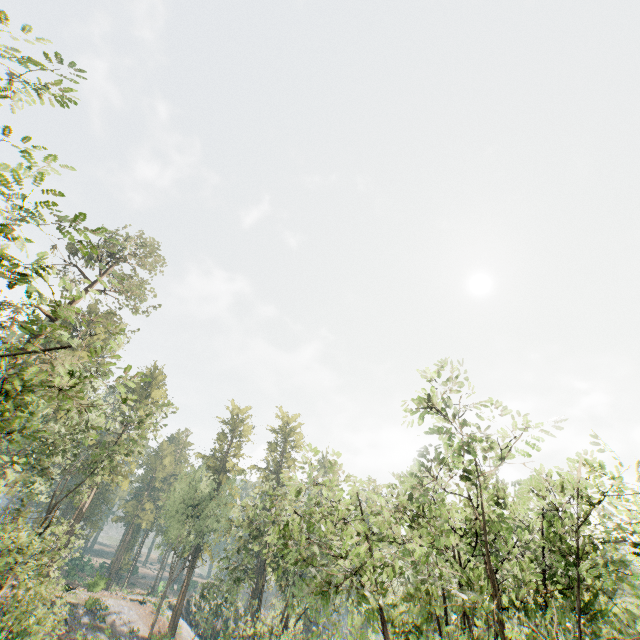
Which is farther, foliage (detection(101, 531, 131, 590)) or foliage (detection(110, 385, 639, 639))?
foliage (detection(101, 531, 131, 590))

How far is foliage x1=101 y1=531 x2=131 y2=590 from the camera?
54.43m

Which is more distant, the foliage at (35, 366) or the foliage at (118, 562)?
the foliage at (118, 562)

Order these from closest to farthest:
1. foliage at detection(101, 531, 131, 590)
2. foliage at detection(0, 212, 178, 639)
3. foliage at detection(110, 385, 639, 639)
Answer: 1. foliage at detection(0, 212, 178, 639)
2. foliage at detection(110, 385, 639, 639)
3. foliage at detection(101, 531, 131, 590)

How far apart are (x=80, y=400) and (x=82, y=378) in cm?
2325
